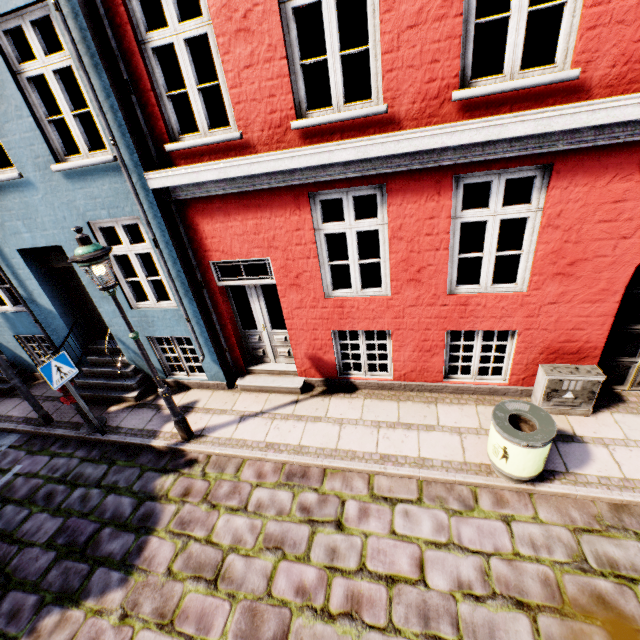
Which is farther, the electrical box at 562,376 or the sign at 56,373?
the sign at 56,373

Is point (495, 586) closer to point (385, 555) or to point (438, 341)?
point (385, 555)

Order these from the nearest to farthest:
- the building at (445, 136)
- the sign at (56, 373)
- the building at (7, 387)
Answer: the building at (445, 136)
the sign at (56, 373)
the building at (7, 387)

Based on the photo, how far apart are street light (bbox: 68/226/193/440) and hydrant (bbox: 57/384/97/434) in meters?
2.0 m

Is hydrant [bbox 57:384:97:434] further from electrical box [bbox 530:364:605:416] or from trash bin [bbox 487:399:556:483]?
electrical box [bbox 530:364:605:416]

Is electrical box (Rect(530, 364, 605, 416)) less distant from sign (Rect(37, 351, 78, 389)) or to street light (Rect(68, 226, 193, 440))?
street light (Rect(68, 226, 193, 440))

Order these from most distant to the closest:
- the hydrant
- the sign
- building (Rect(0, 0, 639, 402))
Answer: the hydrant
the sign
building (Rect(0, 0, 639, 402))

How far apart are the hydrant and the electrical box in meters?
8.3
